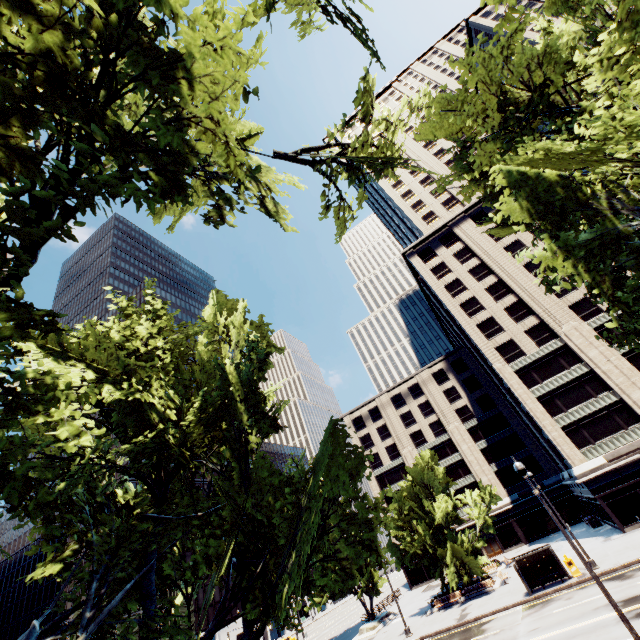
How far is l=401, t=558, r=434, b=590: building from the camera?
52.8m

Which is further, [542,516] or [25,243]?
[542,516]

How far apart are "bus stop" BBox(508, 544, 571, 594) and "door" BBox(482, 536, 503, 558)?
30.0 meters

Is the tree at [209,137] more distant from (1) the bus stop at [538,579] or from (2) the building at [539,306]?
(2) the building at [539,306]

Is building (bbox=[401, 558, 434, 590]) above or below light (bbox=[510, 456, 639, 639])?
above

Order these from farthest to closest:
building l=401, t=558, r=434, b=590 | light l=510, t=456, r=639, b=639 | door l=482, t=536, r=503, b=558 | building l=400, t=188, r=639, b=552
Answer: building l=401, t=558, r=434, b=590, door l=482, t=536, r=503, b=558, building l=400, t=188, r=639, b=552, light l=510, t=456, r=639, b=639

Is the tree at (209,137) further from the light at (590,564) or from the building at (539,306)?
the building at (539,306)

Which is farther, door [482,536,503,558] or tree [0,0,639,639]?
door [482,536,503,558]
